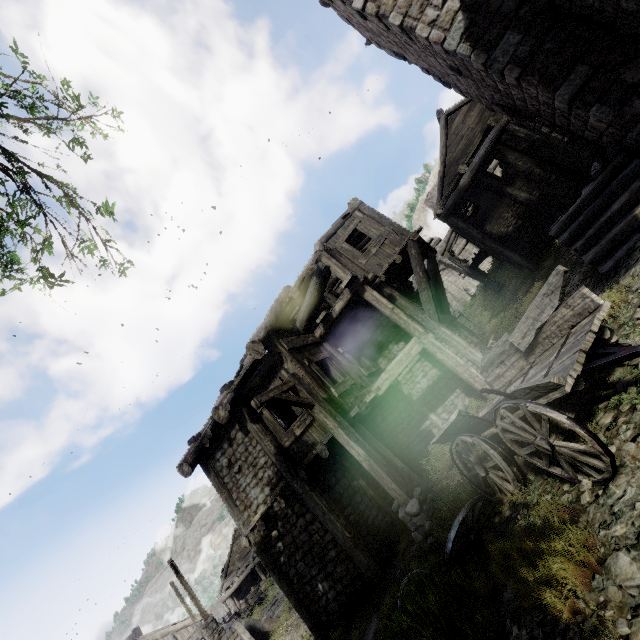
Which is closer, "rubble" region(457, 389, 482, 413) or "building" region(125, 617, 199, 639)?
"rubble" region(457, 389, 482, 413)

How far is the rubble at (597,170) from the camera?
8.1m

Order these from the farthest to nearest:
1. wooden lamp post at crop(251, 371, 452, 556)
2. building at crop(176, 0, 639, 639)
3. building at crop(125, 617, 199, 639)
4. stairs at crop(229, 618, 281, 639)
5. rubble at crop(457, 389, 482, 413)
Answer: building at crop(125, 617, 199, 639)
stairs at crop(229, 618, 281, 639)
rubble at crop(457, 389, 482, 413)
building at crop(176, 0, 639, 639)
wooden lamp post at crop(251, 371, 452, 556)

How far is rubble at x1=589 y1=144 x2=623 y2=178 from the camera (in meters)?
8.05

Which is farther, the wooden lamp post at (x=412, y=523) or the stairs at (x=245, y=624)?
the stairs at (x=245, y=624)

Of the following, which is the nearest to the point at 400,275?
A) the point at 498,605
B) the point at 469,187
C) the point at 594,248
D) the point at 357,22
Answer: the point at 469,187

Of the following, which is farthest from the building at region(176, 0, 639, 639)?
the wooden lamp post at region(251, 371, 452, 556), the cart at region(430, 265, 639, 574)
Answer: the cart at region(430, 265, 639, 574)

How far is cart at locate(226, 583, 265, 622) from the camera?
25.8m
